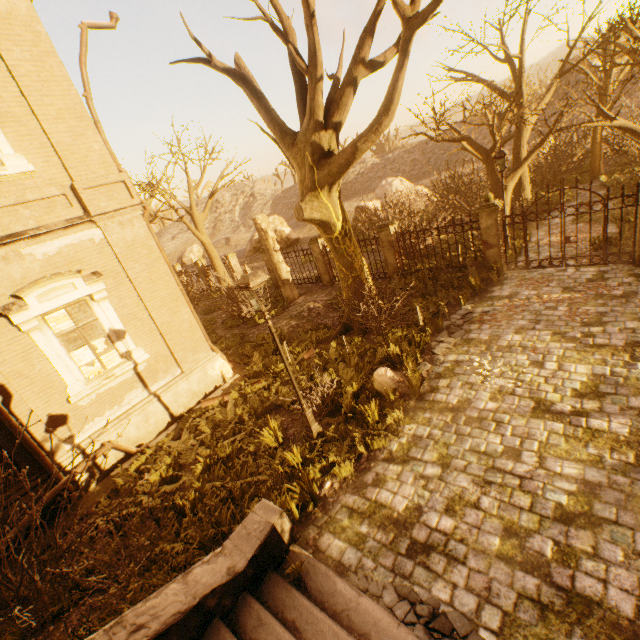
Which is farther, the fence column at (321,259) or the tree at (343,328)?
the fence column at (321,259)

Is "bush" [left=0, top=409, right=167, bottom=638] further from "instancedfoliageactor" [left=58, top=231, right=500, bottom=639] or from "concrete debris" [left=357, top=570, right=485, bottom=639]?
"concrete debris" [left=357, top=570, right=485, bottom=639]

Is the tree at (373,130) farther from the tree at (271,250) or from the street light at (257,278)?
the tree at (271,250)

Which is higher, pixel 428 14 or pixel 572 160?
pixel 428 14

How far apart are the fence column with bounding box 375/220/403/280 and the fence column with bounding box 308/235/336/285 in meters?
3.3 m

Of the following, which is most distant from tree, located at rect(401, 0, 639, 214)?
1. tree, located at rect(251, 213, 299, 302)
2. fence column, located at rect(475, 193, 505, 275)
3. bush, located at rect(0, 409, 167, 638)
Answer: tree, located at rect(251, 213, 299, 302)

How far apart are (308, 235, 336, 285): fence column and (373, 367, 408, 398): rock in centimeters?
938cm

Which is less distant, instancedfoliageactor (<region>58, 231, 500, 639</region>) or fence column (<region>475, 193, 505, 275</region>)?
instancedfoliageactor (<region>58, 231, 500, 639</region>)
